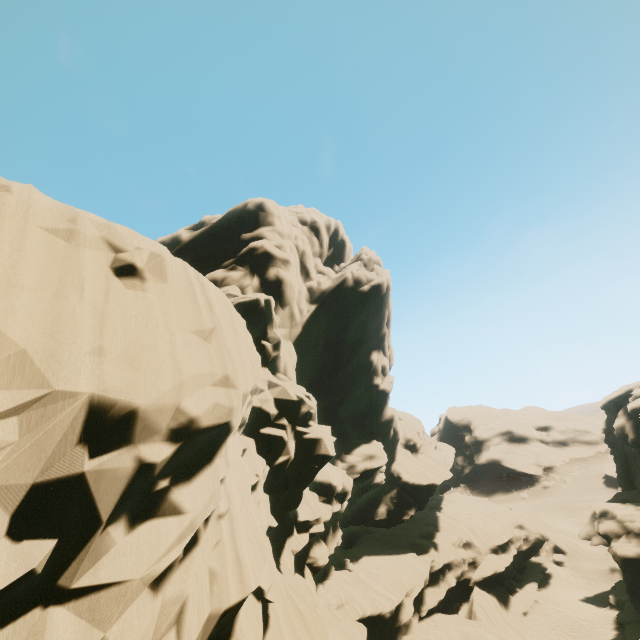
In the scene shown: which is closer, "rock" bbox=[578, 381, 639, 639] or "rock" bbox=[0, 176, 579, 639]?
"rock" bbox=[0, 176, 579, 639]

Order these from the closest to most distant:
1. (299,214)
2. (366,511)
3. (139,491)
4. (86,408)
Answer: (86,408)
(139,491)
(299,214)
(366,511)

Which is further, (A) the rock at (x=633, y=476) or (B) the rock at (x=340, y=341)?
(A) the rock at (x=633, y=476)
